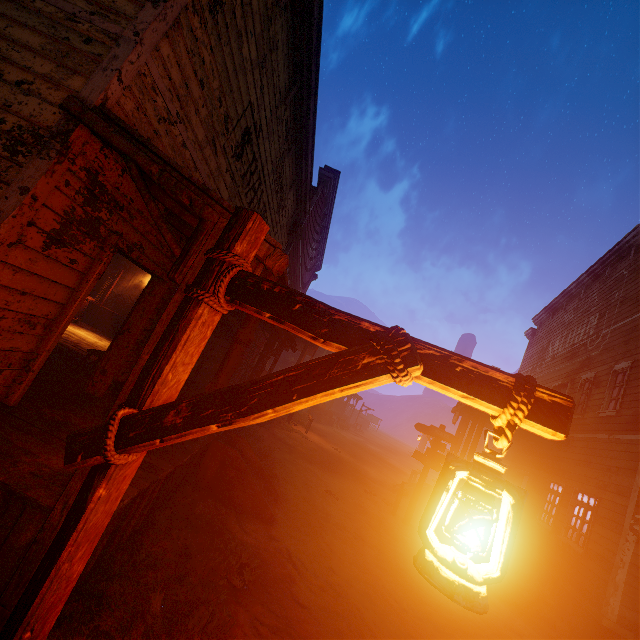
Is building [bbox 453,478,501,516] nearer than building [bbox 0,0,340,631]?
No

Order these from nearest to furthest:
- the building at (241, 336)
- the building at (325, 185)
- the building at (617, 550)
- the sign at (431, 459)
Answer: the building at (325, 185) < the building at (241, 336) < the building at (617, 550) < the sign at (431, 459)

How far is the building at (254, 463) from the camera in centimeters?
325cm

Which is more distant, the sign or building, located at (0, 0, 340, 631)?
the sign

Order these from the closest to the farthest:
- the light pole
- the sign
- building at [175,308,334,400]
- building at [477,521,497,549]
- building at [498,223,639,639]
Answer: the light pole → building at [175,308,334,400] → building at [498,223,639,639] → the sign → building at [477,521,497,549]

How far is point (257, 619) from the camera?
3.8 meters

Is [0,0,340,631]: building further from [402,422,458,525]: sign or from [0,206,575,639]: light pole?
[402,422,458,525]: sign

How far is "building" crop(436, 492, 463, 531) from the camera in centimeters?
1138cm
